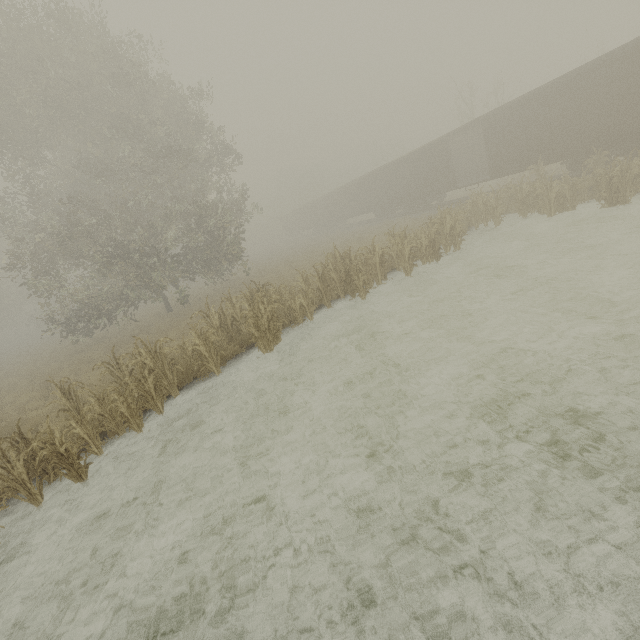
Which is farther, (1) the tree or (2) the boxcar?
(2) the boxcar

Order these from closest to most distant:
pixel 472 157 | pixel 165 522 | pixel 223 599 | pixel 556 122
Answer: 1. pixel 223 599
2. pixel 165 522
3. pixel 556 122
4. pixel 472 157

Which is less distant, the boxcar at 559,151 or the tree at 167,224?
the tree at 167,224
